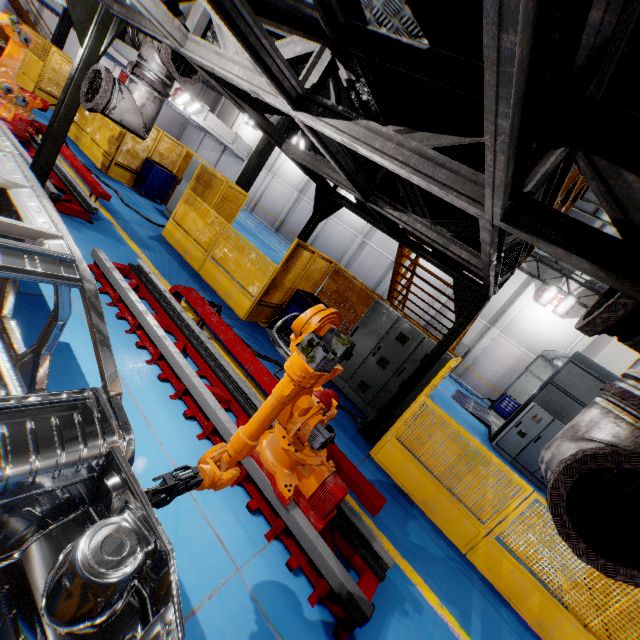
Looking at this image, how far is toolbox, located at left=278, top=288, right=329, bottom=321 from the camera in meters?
7.7 m

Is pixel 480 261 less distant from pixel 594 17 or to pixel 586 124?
pixel 586 124

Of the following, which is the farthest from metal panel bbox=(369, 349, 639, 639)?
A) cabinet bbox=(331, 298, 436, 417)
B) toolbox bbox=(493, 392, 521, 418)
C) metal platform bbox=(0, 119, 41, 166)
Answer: toolbox bbox=(493, 392, 521, 418)

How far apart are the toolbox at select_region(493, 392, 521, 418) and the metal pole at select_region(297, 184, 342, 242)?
16.14m

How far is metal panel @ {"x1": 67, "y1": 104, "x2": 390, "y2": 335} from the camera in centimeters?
751cm

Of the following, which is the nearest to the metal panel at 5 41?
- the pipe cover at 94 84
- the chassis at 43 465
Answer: the pipe cover at 94 84

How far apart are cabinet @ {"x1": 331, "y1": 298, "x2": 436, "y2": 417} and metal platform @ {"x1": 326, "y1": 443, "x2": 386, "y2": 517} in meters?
3.0

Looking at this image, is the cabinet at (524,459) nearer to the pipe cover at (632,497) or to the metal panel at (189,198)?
the metal panel at (189,198)
